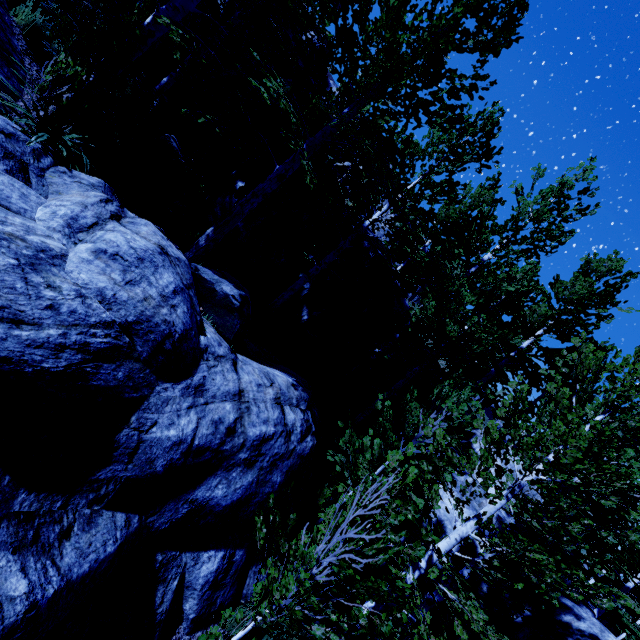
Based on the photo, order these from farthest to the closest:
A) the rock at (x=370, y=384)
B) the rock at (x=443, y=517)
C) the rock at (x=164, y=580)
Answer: the rock at (x=370, y=384) < the rock at (x=443, y=517) < the rock at (x=164, y=580)

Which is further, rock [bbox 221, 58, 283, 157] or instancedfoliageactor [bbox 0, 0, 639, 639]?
rock [bbox 221, 58, 283, 157]

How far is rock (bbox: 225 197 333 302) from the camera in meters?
10.7 m

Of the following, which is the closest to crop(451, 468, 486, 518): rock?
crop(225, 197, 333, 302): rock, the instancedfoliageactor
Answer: the instancedfoliageactor

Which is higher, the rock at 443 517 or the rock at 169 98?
the rock at 169 98

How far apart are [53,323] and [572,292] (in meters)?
19.34

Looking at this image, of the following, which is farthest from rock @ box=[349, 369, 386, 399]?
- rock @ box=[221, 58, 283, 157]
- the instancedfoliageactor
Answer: rock @ box=[221, 58, 283, 157]
